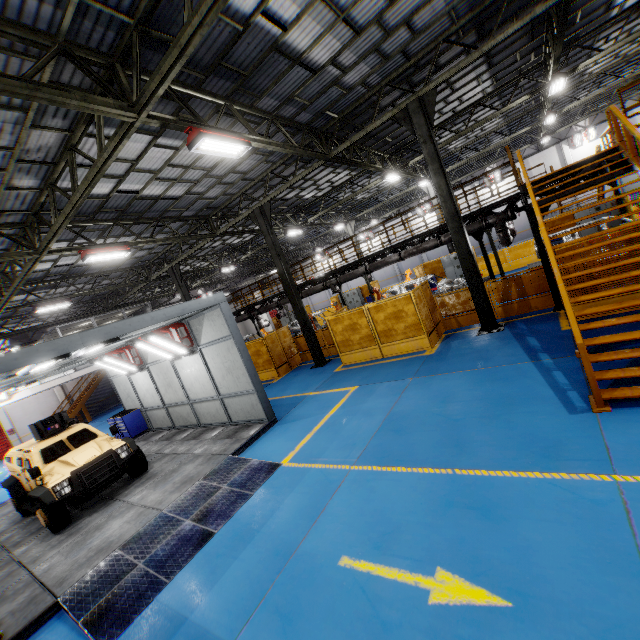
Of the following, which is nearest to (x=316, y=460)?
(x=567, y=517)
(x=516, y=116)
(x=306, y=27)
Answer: (x=567, y=517)

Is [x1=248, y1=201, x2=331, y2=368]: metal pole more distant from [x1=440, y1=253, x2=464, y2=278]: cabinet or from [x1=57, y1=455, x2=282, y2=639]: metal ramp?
[x1=440, y1=253, x2=464, y2=278]: cabinet

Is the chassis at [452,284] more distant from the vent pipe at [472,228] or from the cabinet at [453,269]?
the cabinet at [453,269]

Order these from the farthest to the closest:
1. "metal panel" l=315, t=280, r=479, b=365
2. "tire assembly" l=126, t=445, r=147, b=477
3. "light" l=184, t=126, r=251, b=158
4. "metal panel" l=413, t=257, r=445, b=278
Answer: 1. "metal panel" l=413, t=257, r=445, b=278
2. "metal panel" l=315, t=280, r=479, b=365
3. "tire assembly" l=126, t=445, r=147, b=477
4. "light" l=184, t=126, r=251, b=158

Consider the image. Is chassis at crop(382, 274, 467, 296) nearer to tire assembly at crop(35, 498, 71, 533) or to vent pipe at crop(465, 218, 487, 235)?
vent pipe at crop(465, 218, 487, 235)

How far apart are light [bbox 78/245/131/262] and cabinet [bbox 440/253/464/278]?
20.2 meters

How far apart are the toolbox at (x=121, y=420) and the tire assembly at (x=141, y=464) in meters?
4.7 m

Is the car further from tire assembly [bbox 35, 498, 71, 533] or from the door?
the door
